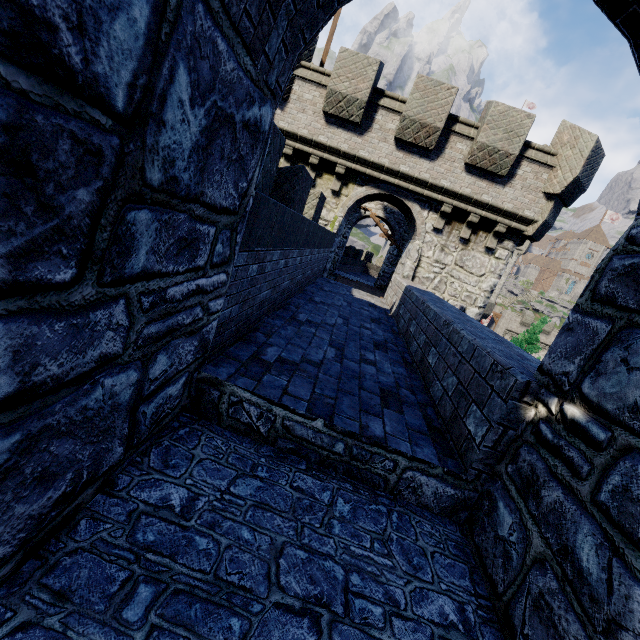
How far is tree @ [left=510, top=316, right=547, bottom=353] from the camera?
28.8 meters

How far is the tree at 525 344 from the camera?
28.8m

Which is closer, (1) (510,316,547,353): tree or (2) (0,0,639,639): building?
(2) (0,0,639,639): building

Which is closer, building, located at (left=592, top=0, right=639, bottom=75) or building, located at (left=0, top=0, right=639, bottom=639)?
building, located at (left=0, top=0, right=639, bottom=639)

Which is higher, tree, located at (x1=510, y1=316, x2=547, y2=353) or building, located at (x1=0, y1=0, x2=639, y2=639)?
building, located at (x1=0, y1=0, x2=639, y2=639)

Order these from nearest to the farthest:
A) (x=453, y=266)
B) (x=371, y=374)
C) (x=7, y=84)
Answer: (x=7, y=84)
(x=371, y=374)
(x=453, y=266)

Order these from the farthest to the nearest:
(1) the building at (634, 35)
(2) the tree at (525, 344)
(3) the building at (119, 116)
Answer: (2) the tree at (525, 344), (1) the building at (634, 35), (3) the building at (119, 116)
